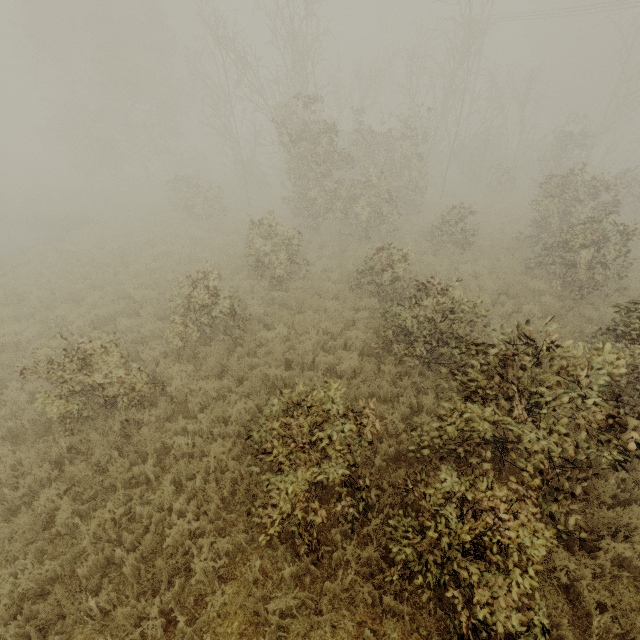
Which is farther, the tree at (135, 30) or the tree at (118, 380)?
the tree at (135, 30)

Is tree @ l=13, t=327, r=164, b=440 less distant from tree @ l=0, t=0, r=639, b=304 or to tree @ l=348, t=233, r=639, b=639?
tree @ l=348, t=233, r=639, b=639

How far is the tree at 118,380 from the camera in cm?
605

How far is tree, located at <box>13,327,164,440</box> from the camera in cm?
605

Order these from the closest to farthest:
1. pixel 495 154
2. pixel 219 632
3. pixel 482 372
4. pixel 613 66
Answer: pixel 219 632 → pixel 482 372 → pixel 495 154 → pixel 613 66

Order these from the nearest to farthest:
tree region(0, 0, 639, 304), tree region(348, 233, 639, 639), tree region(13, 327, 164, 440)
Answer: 1. tree region(348, 233, 639, 639)
2. tree region(13, 327, 164, 440)
3. tree region(0, 0, 639, 304)

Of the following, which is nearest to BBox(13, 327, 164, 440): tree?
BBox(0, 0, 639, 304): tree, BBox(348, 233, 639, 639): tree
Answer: BBox(348, 233, 639, 639): tree
